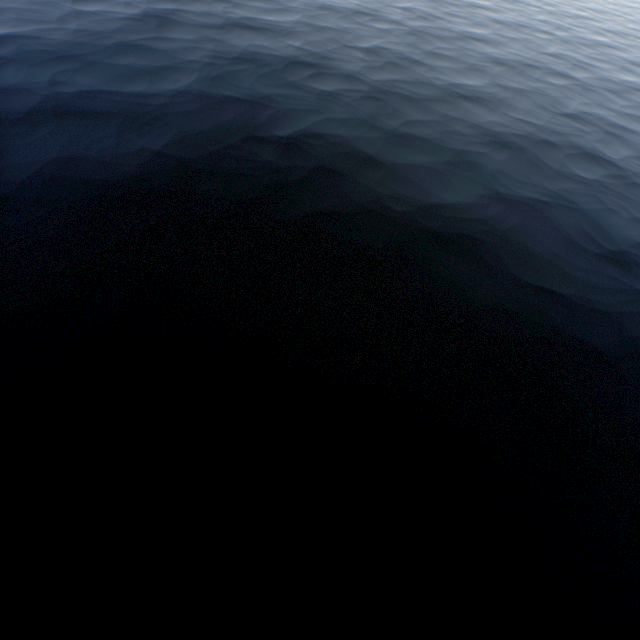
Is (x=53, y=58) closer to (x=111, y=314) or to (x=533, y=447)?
(x=111, y=314)
